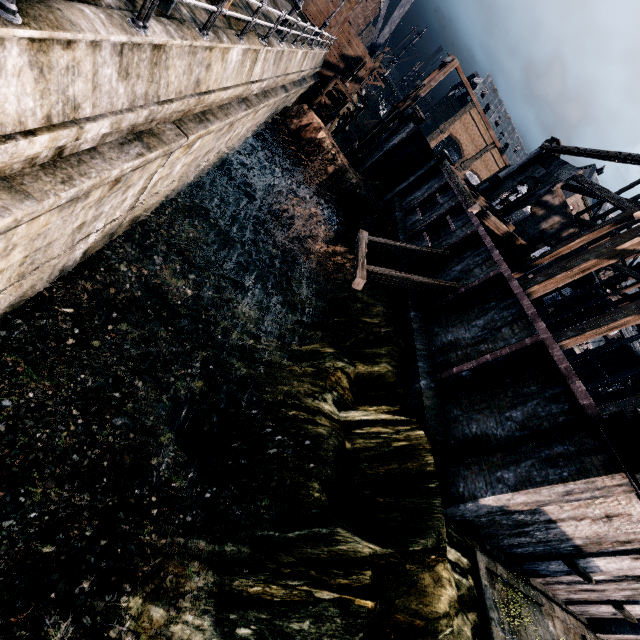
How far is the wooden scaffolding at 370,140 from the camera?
28.8m

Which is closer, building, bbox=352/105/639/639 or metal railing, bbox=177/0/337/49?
metal railing, bbox=177/0/337/49

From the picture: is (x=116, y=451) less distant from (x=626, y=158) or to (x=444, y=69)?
(x=626, y=158)

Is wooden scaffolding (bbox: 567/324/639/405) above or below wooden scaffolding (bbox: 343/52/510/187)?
above

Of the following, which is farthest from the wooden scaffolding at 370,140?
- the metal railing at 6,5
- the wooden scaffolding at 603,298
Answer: the metal railing at 6,5

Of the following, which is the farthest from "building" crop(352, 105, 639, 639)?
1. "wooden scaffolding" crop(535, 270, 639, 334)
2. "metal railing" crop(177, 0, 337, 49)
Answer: "metal railing" crop(177, 0, 337, 49)

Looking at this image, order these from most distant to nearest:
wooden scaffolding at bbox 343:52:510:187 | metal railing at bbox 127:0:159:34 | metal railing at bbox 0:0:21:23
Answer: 1. wooden scaffolding at bbox 343:52:510:187
2. metal railing at bbox 127:0:159:34
3. metal railing at bbox 0:0:21:23
